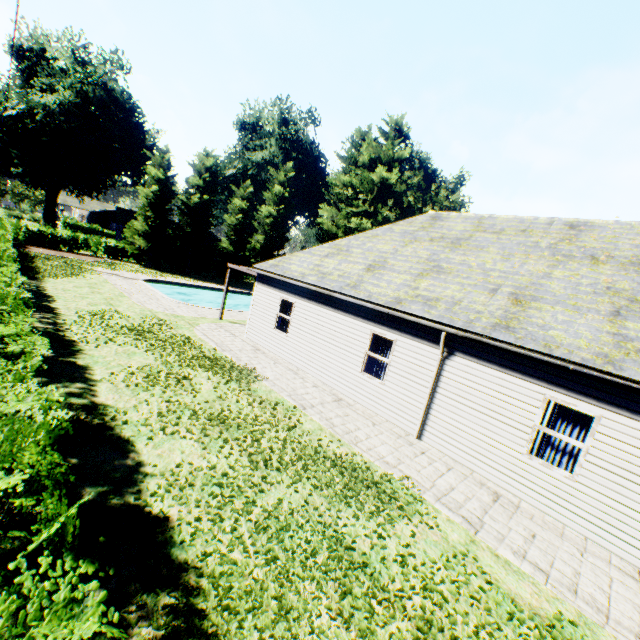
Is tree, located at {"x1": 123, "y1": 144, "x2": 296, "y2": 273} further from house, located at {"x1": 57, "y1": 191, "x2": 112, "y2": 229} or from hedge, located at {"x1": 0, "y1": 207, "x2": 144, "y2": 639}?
house, located at {"x1": 57, "y1": 191, "x2": 112, "y2": 229}

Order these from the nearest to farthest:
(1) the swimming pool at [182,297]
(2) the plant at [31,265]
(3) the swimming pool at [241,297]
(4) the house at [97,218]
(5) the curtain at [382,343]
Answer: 1. (5) the curtain at [382,343]
2. (2) the plant at [31,265]
3. (1) the swimming pool at [182,297]
4. (3) the swimming pool at [241,297]
5. (4) the house at [97,218]

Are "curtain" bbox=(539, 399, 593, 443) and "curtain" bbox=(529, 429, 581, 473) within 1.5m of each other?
yes

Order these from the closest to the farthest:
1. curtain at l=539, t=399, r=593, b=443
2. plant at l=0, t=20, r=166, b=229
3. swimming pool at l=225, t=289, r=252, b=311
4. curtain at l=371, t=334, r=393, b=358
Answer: curtain at l=539, t=399, r=593, b=443 < curtain at l=371, t=334, r=393, b=358 < swimming pool at l=225, t=289, r=252, b=311 < plant at l=0, t=20, r=166, b=229

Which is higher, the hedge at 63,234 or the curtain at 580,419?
the curtain at 580,419

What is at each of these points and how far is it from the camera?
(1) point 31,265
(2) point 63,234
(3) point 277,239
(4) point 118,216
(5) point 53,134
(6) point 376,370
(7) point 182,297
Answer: (1) plant, 20.0m
(2) hedge, 30.5m
(3) tree, 41.9m
(4) house, 41.6m
(5) plant, 36.1m
(6) curtain, 10.9m
(7) swimming pool, 29.2m

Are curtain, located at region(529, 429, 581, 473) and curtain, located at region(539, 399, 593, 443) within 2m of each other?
yes

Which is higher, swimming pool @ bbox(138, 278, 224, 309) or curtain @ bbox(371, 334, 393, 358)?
curtain @ bbox(371, 334, 393, 358)
